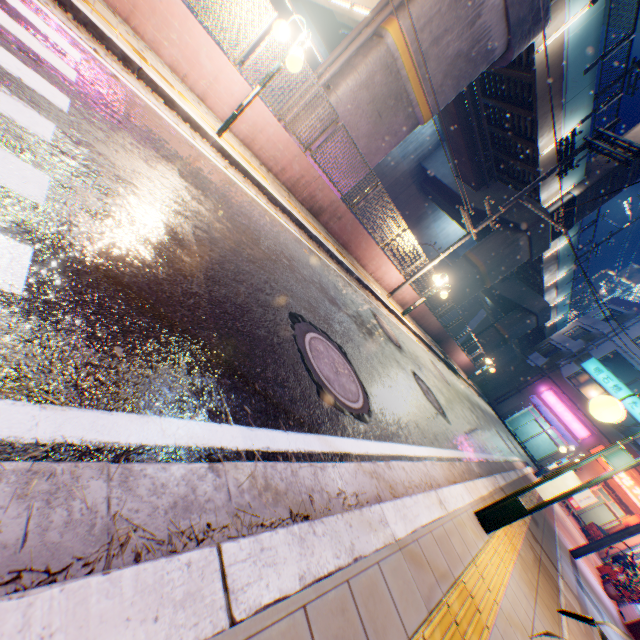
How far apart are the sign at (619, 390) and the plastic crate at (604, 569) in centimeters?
2107cm

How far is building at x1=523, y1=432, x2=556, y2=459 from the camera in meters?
31.4 m

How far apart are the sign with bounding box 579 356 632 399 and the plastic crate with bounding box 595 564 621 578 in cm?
2107

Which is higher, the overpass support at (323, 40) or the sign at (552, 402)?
the overpass support at (323, 40)

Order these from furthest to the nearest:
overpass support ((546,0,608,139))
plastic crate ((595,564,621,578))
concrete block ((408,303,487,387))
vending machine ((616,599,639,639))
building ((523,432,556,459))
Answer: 1. building ((523,432,556,459))
2. concrete block ((408,303,487,387))
3. overpass support ((546,0,608,139))
4. plastic crate ((595,564,621,578))
5. vending machine ((616,599,639,639))

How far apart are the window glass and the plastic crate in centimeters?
2158cm

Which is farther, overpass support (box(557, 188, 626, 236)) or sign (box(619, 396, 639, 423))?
sign (box(619, 396, 639, 423))

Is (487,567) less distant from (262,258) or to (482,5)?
(262,258)
